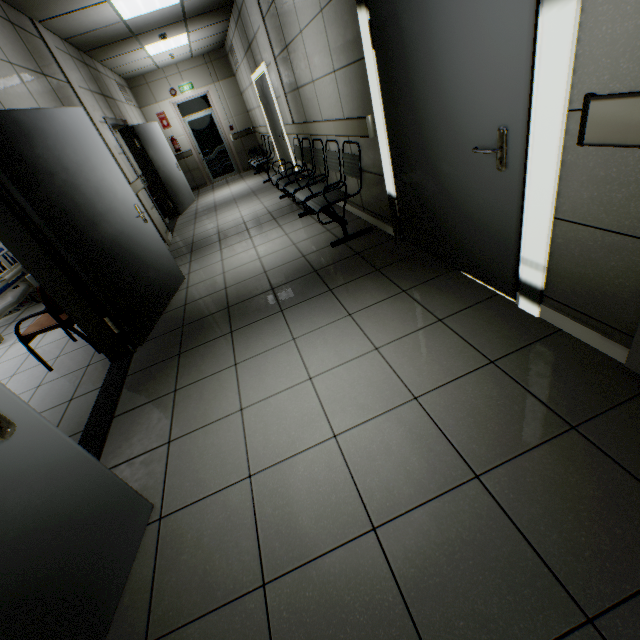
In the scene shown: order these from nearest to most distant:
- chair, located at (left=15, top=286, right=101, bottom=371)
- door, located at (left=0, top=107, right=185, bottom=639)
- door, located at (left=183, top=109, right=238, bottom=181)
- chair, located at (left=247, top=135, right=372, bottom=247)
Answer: door, located at (left=0, top=107, right=185, bottom=639) < chair, located at (left=15, top=286, right=101, bottom=371) < chair, located at (left=247, top=135, right=372, bottom=247) < door, located at (left=183, top=109, right=238, bottom=181)

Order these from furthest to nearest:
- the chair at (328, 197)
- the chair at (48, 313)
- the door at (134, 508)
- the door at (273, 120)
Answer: the door at (273, 120) → the chair at (328, 197) → the chair at (48, 313) → the door at (134, 508)

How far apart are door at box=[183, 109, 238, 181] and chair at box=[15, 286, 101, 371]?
9.4m

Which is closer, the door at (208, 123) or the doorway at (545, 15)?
the doorway at (545, 15)

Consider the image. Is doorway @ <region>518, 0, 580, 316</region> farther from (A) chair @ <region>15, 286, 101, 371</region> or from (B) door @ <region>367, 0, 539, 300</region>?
(A) chair @ <region>15, 286, 101, 371</region>

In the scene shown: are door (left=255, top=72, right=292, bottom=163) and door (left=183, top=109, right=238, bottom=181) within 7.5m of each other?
yes

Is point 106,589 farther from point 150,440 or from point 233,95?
point 233,95

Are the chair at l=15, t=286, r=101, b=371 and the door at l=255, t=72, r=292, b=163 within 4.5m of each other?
no
